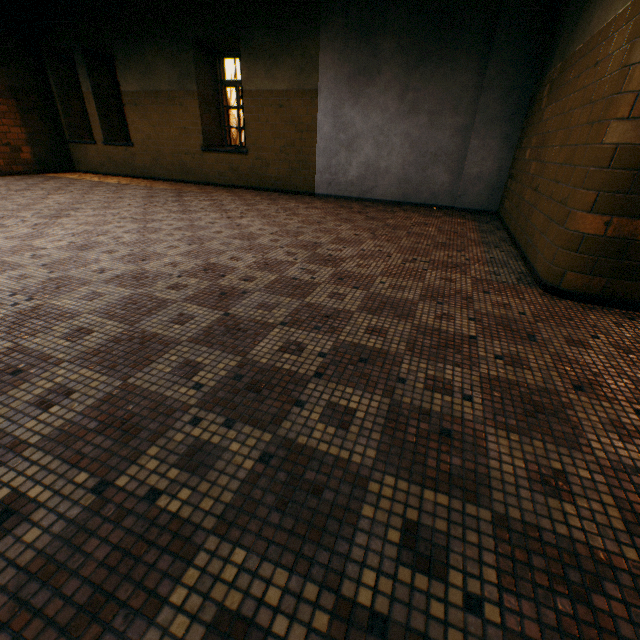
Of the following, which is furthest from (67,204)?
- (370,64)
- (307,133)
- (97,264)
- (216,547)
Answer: (216,547)
